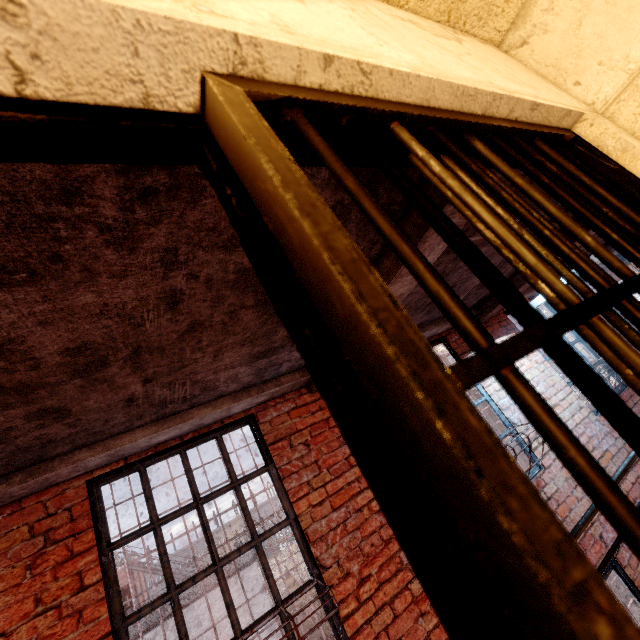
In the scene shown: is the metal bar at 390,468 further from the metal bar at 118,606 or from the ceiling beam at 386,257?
the metal bar at 118,606

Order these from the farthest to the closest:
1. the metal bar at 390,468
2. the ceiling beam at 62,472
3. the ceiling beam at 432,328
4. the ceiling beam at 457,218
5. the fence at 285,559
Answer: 1. the fence at 285,559
2. the ceiling beam at 432,328
3. the ceiling beam at 62,472
4. the ceiling beam at 457,218
5. the metal bar at 390,468

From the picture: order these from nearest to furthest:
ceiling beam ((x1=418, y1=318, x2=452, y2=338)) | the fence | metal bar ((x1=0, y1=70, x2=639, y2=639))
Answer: metal bar ((x1=0, y1=70, x2=639, y2=639)) < ceiling beam ((x1=418, y1=318, x2=452, y2=338)) < the fence

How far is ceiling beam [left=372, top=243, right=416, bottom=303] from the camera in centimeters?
202cm

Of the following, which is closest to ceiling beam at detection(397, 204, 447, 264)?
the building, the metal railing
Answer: the building

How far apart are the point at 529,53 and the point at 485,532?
1.5m

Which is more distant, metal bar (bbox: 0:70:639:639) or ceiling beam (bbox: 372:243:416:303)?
ceiling beam (bbox: 372:243:416:303)

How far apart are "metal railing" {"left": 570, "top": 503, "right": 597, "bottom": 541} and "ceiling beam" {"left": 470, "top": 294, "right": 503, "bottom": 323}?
1.7m
